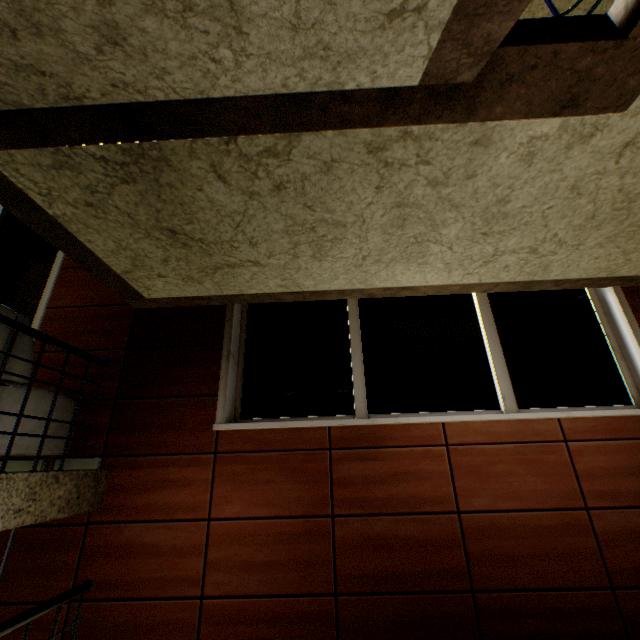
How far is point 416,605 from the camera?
2.3m

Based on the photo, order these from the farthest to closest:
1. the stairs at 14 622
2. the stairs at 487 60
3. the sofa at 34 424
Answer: the sofa at 34 424 → the stairs at 14 622 → the stairs at 487 60

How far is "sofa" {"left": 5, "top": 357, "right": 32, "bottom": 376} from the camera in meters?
2.3

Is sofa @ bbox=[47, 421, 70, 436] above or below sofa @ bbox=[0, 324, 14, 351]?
below

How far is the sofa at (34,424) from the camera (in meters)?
2.35

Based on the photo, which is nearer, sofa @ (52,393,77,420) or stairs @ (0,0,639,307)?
stairs @ (0,0,639,307)
